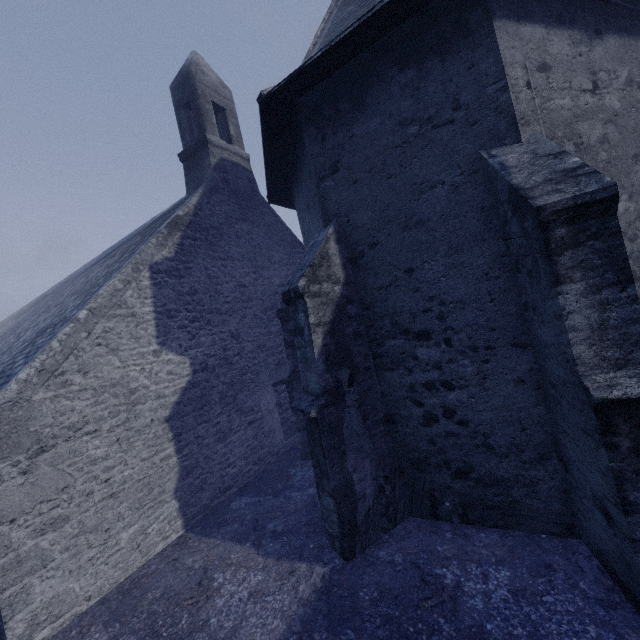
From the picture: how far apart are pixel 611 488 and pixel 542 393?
1.3 meters
